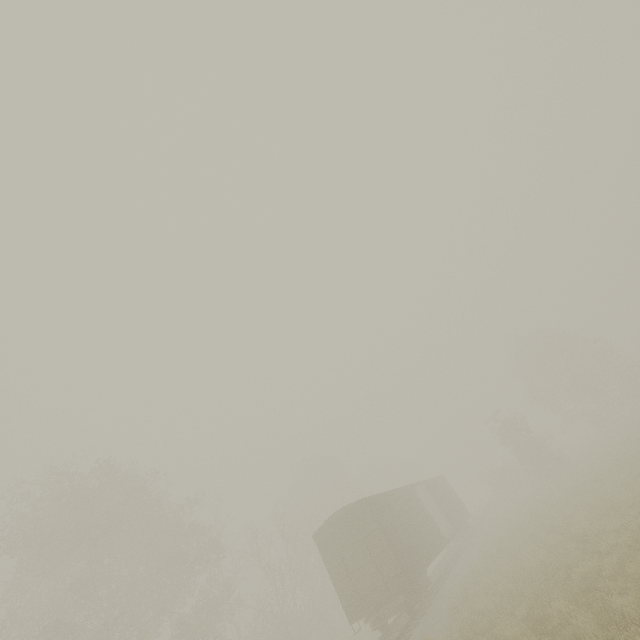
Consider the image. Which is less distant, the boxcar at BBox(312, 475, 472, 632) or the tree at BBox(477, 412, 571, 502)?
the boxcar at BBox(312, 475, 472, 632)

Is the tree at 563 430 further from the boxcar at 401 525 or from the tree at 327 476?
the tree at 327 476

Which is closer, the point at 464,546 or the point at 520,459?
the point at 464,546

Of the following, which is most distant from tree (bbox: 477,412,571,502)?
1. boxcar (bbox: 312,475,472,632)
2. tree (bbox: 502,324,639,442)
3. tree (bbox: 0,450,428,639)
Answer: tree (bbox: 502,324,639,442)

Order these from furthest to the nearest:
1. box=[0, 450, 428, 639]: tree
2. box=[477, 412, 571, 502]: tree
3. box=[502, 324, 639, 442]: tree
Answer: box=[502, 324, 639, 442]: tree < box=[477, 412, 571, 502]: tree < box=[0, 450, 428, 639]: tree

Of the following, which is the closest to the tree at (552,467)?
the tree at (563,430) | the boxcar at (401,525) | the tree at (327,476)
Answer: the tree at (327,476)

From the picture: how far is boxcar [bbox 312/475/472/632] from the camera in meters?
13.7 m
